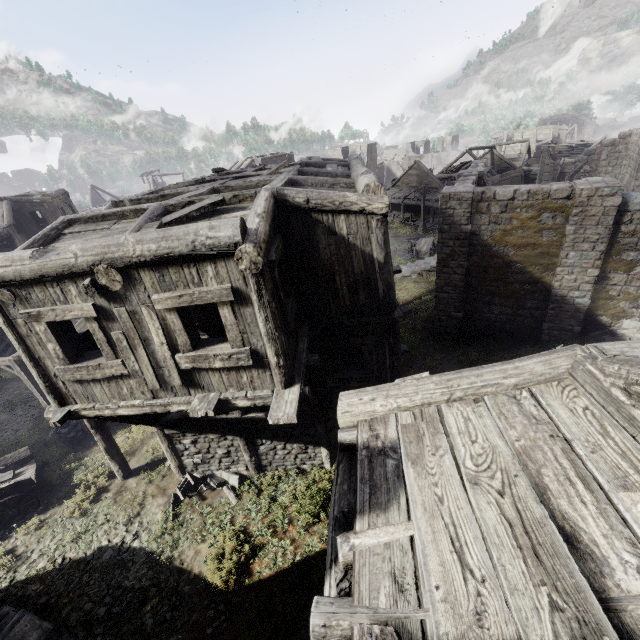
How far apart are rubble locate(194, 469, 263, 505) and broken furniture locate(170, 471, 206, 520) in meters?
0.0 m

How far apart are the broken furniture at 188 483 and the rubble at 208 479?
0.0 meters

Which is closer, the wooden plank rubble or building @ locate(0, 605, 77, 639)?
building @ locate(0, 605, 77, 639)

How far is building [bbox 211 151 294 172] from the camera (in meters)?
12.79

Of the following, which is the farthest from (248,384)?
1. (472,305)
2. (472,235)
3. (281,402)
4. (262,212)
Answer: (472,305)

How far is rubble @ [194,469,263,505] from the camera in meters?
9.8 m

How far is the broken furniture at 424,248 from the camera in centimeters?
2819cm

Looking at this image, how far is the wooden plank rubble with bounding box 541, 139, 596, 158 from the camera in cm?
4569
